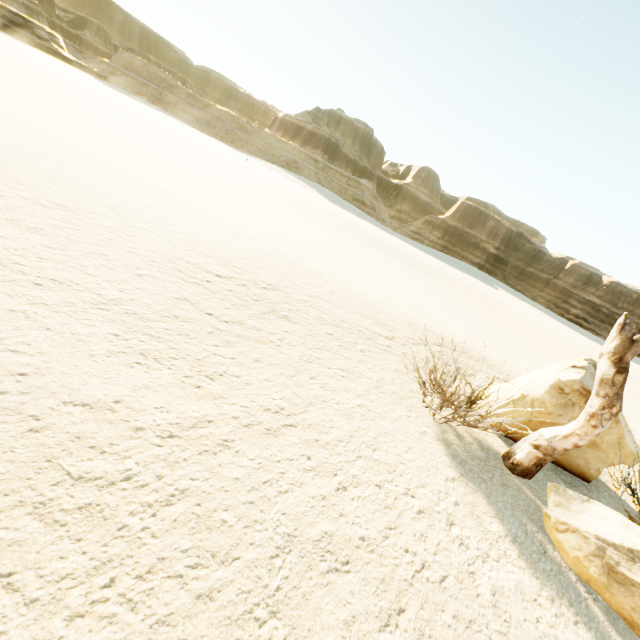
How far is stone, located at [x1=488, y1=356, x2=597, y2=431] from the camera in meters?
4.7 m

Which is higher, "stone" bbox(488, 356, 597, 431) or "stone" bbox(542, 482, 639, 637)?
"stone" bbox(488, 356, 597, 431)

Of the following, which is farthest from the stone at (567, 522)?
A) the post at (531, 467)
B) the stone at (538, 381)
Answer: the stone at (538, 381)

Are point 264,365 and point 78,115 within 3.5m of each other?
no

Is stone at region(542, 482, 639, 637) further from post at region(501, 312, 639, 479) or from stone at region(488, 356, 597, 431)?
stone at region(488, 356, 597, 431)

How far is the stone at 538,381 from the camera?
4.7m

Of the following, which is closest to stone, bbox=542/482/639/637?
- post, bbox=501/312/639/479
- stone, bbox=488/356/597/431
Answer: post, bbox=501/312/639/479
